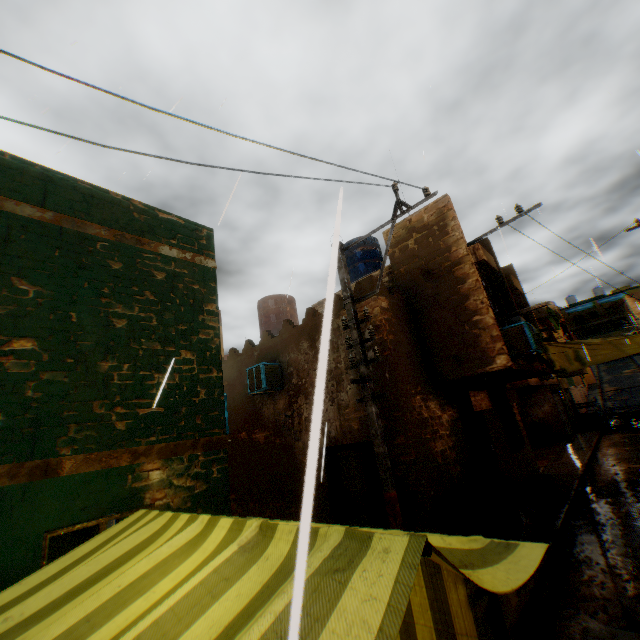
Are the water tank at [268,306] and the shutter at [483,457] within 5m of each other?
no

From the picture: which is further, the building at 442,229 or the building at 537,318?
the building at 537,318

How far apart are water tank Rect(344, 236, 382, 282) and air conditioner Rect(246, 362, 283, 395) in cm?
464

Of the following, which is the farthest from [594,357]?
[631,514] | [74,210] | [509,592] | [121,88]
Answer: [121,88]

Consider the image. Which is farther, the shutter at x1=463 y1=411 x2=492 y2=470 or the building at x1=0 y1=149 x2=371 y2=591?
the shutter at x1=463 y1=411 x2=492 y2=470

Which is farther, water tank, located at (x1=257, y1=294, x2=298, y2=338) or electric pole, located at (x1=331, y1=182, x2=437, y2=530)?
water tank, located at (x1=257, y1=294, x2=298, y2=338)

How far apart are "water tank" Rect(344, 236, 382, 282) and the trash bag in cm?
714

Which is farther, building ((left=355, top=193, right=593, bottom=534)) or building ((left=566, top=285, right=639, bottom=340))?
building ((left=566, top=285, right=639, bottom=340))
